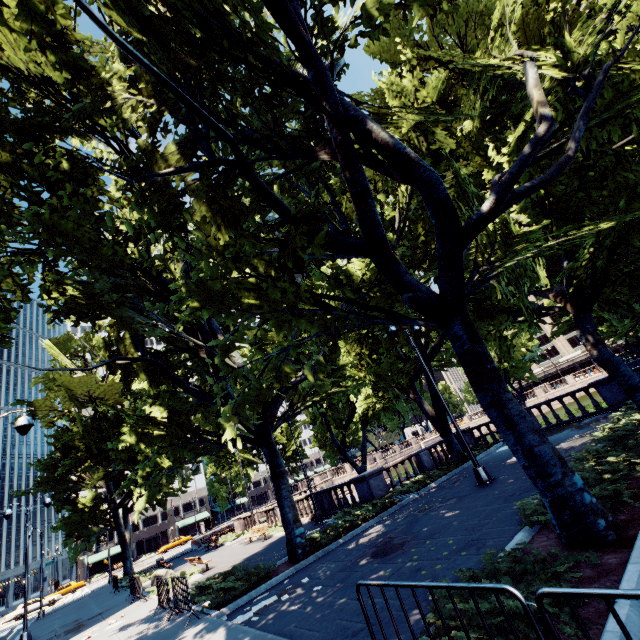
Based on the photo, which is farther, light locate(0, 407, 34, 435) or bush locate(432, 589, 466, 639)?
light locate(0, 407, 34, 435)

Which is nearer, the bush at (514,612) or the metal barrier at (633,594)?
the metal barrier at (633,594)

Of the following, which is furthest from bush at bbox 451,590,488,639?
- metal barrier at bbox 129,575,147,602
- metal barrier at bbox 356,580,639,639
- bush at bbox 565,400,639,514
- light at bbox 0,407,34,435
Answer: metal barrier at bbox 129,575,147,602

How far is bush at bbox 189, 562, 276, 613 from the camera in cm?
1016

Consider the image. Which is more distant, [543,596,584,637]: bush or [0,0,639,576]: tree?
[0,0,639,576]: tree

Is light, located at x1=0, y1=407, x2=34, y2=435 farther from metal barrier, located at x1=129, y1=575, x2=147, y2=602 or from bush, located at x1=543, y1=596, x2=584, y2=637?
metal barrier, located at x1=129, y1=575, x2=147, y2=602

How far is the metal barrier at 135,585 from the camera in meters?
15.6 m

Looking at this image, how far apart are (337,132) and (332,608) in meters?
10.4
